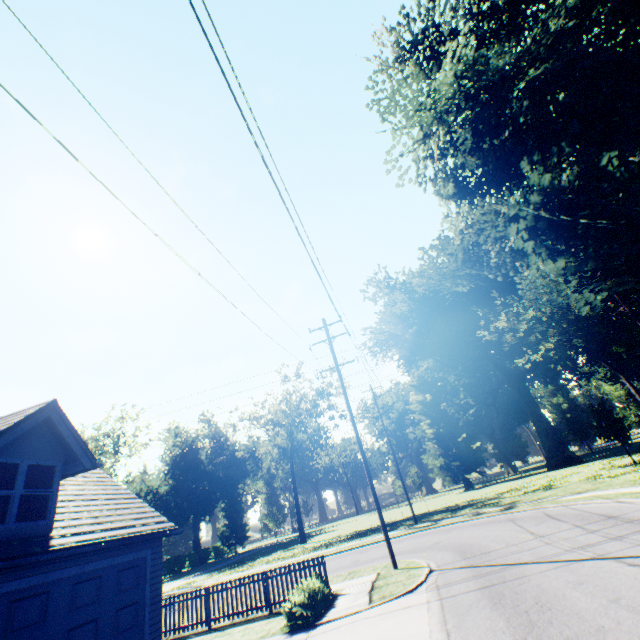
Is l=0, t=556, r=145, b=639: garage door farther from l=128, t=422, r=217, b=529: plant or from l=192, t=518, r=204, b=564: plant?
l=192, t=518, r=204, b=564: plant

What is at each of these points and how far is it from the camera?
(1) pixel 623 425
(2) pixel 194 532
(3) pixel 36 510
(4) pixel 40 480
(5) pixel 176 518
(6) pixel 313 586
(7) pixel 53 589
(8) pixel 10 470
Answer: →
(1) plant, 26.8 meters
(2) plant, 58.8 meters
(3) curtain, 8.2 meters
(4) curtain, 8.5 meters
(5) plant, 52.5 meters
(6) hedge, 10.6 meters
(7) garage door, 7.7 meters
(8) curtain, 7.9 meters

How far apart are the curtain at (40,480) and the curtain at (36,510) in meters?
0.1

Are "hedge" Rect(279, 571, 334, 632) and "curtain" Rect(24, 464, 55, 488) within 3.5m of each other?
no

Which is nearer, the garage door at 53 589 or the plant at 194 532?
the garage door at 53 589

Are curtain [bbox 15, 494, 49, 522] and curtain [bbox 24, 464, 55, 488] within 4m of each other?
yes

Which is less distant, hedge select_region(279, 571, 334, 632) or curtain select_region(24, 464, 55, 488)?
curtain select_region(24, 464, 55, 488)

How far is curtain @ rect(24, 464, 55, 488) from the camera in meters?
8.3 m
